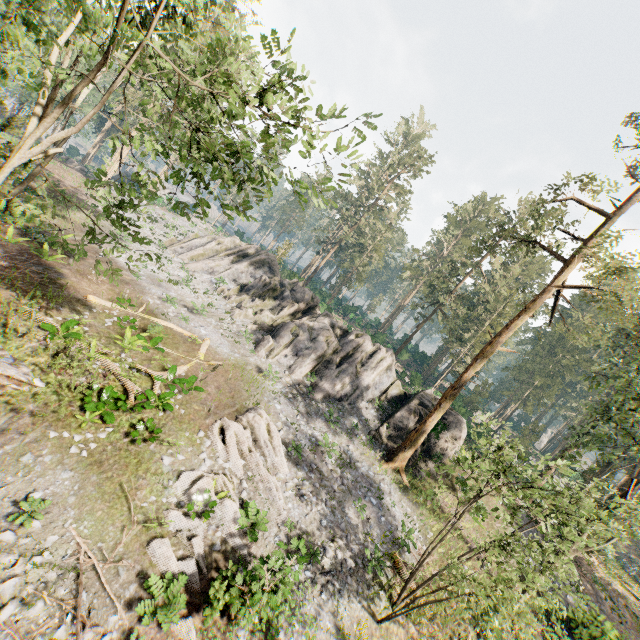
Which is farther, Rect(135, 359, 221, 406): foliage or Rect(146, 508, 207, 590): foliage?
Rect(135, 359, 221, 406): foliage

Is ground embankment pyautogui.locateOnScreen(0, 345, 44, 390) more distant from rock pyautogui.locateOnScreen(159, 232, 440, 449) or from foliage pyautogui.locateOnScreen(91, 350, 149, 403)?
rock pyautogui.locateOnScreen(159, 232, 440, 449)

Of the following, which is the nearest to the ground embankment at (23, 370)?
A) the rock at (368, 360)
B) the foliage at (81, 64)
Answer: the foliage at (81, 64)

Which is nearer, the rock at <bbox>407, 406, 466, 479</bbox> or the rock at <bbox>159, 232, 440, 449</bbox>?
the rock at <bbox>407, 406, 466, 479</bbox>

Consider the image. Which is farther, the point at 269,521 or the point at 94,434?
the point at 269,521

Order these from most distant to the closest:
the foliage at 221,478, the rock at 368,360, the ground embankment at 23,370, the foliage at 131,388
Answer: the rock at 368,360, the foliage at 131,388, the foliage at 221,478, the ground embankment at 23,370

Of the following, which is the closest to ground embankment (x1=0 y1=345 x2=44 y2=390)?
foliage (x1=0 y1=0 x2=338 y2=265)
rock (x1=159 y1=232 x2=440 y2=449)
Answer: foliage (x1=0 y1=0 x2=338 y2=265)
